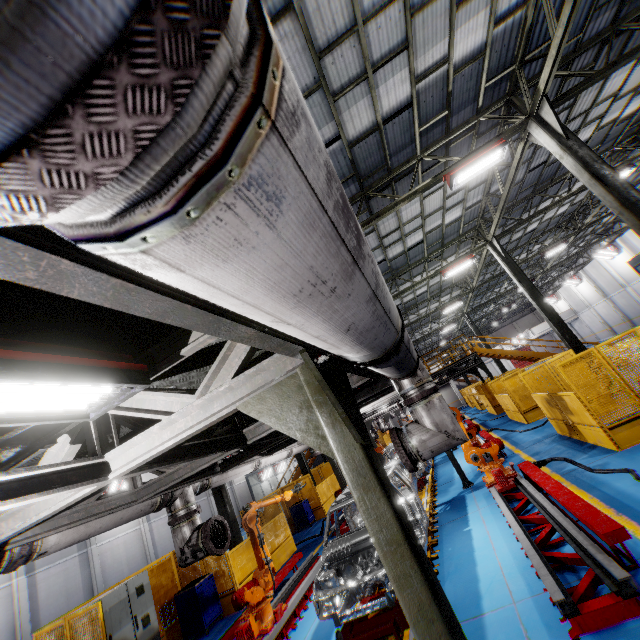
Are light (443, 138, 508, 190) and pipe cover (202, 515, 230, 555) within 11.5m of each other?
yes

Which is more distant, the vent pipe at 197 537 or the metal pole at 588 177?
the metal pole at 588 177

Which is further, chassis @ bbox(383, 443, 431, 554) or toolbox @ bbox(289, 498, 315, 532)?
toolbox @ bbox(289, 498, 315, 532)

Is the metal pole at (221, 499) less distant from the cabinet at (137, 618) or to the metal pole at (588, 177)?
the cabinet at (137, 618)

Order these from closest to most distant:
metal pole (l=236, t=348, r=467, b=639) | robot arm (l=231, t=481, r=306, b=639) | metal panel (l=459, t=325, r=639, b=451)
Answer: metal pole (l=236, t=348, r=467, b=639), robot arm (l=231, t=481, r=306, b=639), metal panel (l=459, t=325, r=639, b=451)

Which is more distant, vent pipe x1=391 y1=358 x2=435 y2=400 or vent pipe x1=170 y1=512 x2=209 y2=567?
vent pipe x1=170 y1=512 x2=209 y2=567

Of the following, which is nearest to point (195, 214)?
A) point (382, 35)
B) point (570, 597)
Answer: point (570, 597)

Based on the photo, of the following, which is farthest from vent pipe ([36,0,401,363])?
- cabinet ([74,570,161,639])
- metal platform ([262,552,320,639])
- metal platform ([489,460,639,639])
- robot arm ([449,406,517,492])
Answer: cabinet ([74,570,161,639])
